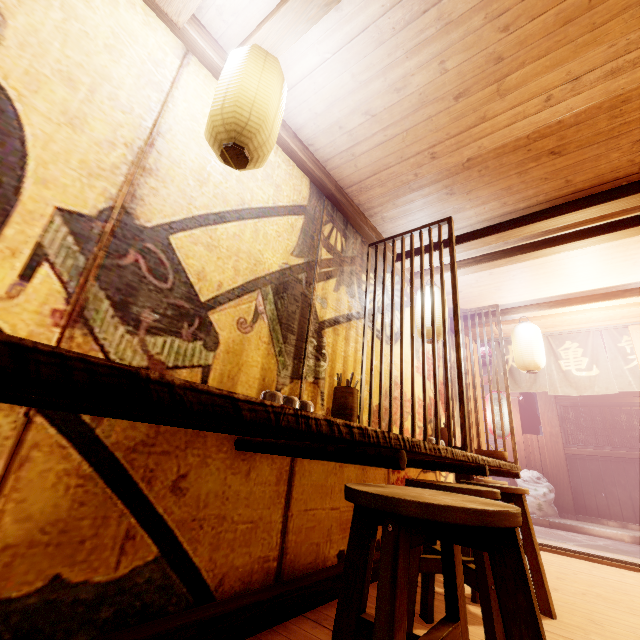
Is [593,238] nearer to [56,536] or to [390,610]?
[390,610]

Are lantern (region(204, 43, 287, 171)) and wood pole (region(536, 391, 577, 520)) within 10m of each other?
no

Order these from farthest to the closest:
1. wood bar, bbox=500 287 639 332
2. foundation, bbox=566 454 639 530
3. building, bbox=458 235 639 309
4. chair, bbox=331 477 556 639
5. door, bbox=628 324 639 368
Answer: foundation, bbox=566 454 639 530
door, bbox=628 324 639 368
wood bar, bbox=500 287 639 332
building, bbox=458 235 639 309
chair, bbox=331 477 556 639

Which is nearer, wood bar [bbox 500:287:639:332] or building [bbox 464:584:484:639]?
building [bbox 464:584:484:639]

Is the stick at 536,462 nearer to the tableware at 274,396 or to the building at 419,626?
the building at 419,626

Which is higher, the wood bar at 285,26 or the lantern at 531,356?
the wood bar at 285,26

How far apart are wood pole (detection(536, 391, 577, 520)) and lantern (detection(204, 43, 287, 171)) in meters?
17.9

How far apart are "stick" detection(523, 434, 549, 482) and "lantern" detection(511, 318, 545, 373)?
10.4m
